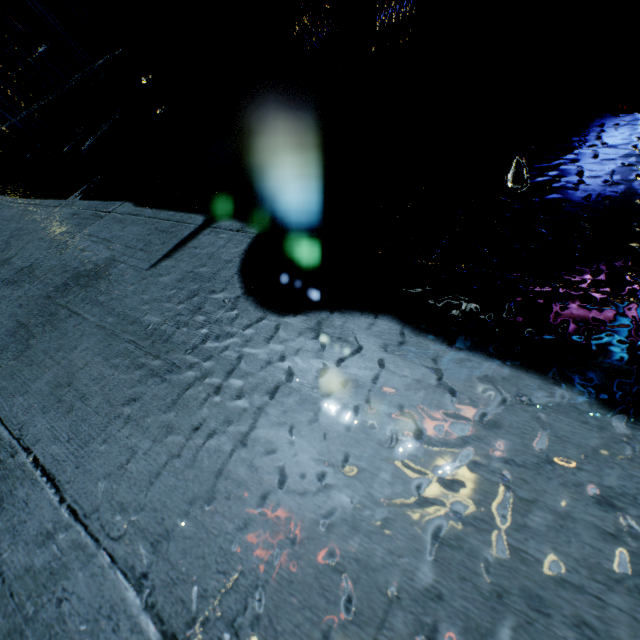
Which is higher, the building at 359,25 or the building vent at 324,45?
the building at 359,25

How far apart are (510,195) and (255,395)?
1.2m

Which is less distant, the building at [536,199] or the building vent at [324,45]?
the building at [536,199]

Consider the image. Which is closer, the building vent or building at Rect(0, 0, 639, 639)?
building at Rect(0, 0, 639, 639)

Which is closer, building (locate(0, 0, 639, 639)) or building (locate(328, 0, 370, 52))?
building (locate(0, 0, 639, 639))

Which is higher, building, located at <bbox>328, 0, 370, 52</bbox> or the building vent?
building, located at <bbox>328, 0, 370, 52</bbox>
